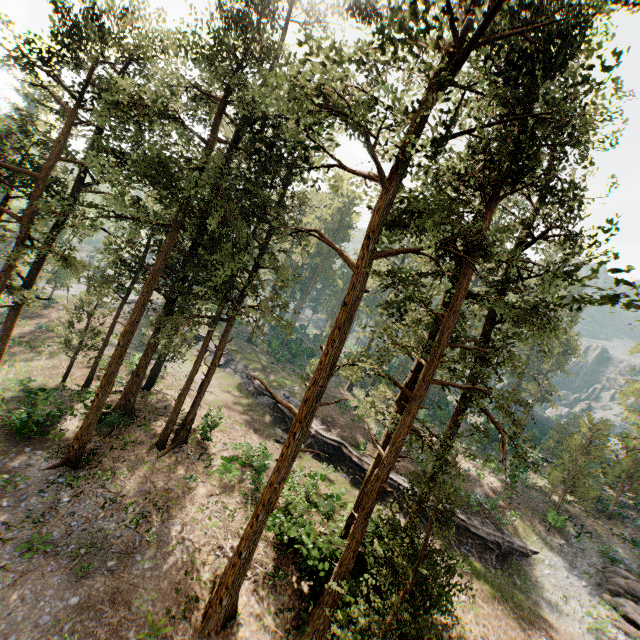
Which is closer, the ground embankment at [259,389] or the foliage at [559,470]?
the foliage at [559,470]

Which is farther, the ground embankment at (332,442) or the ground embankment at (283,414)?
the ground embankment at (283,414)

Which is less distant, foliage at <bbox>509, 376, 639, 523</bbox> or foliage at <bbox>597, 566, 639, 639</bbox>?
foliage at <bbox>597, 566, 639, 639</bbox>

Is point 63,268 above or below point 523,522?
above

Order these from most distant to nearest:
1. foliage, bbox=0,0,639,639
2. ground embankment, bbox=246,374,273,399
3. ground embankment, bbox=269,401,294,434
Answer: ground embankment, bbox=246,374,273,399, ground embankment, bbox=269,401,294,434, foliage, bbox=0,0,639,639

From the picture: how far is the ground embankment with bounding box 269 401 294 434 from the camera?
29.5m

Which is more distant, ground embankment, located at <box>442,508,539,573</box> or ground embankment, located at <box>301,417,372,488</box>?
ground embankment, located at <box>301,417,372,488</box>
